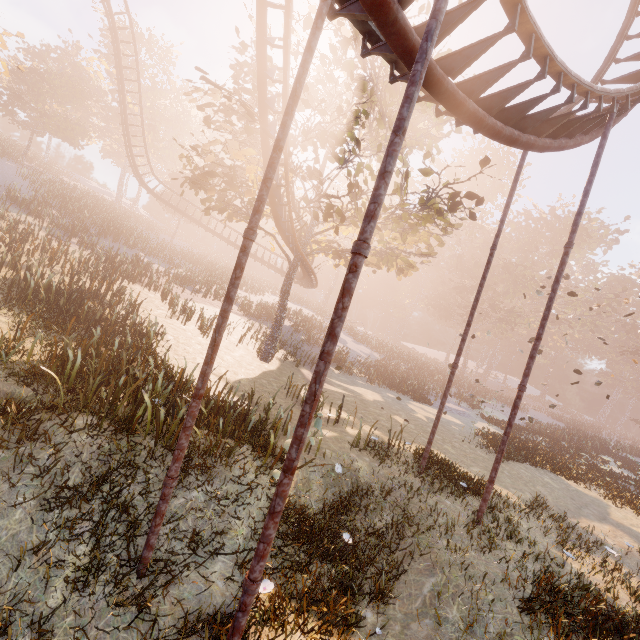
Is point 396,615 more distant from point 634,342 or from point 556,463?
point 634,342

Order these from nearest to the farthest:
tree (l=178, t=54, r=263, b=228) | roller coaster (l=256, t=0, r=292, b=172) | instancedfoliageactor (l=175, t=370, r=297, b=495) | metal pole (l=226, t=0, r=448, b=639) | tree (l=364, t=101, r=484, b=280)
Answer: metal pole (l=226, t=0, r=448, b=639) → instancedfoliageactor (l=175, t=370, r=297, b=495) → roller coaster (l=256, t=0, r=292, b=172) → tree (l=178, t=54, r=263, b=228) → tree (l=364, t=101, r=484, b=280)

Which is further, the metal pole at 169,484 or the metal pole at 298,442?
the metal pole at 169,484

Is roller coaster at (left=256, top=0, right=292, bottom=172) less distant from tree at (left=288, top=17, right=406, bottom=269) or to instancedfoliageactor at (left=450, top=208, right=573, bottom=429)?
tree at (left=288, top=17, right=406, bottom=269)

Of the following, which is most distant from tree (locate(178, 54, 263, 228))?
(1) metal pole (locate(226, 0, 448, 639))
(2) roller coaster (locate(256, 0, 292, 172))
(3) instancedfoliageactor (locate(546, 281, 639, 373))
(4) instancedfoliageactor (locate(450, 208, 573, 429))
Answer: (3) instancedfoliageactor (locate(546, 281, 639, 373))

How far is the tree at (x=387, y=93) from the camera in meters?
13.3 m

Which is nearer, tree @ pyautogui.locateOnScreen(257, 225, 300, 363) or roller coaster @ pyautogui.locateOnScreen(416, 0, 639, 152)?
roller coaster @ pyautogui.locateOnScreen(416, 0, 639, 152)

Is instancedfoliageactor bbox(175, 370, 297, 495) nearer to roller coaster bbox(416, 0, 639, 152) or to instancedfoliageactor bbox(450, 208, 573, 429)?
roller coaster bbox(416, 0, 639, 152)
